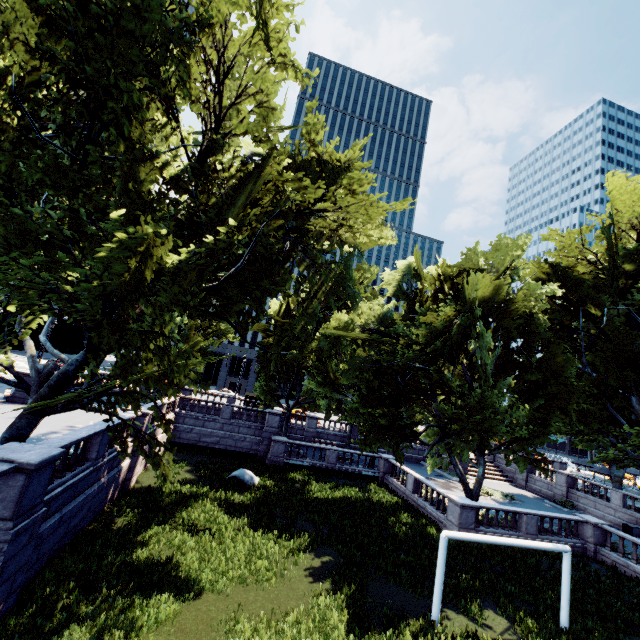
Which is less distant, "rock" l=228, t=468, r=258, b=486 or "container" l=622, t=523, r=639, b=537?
"rock" l=228, t=468, r=258, b=486

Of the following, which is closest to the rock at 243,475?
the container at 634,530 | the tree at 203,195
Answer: the tree at 203,195

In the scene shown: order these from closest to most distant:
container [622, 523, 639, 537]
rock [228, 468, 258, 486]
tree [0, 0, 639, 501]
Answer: tree [0, 0, 639, 501], rock [228, 468, 258, 486], container [622, 523, 639, 537]

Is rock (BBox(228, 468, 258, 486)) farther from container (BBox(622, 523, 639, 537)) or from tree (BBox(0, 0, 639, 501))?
container (BBox(622, 523, 639, 537))

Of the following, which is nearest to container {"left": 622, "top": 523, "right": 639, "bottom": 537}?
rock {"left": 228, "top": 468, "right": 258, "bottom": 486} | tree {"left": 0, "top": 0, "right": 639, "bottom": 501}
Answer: tree {"left": 0, "top": 0, "right": 639, "bottom": 501}

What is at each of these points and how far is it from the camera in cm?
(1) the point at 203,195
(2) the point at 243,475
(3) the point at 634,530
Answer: (1) tree, 1216
(2) rock, 2161
(3) container, 2592

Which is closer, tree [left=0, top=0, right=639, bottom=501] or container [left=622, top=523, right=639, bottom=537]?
tree [left=0, top=0, right=639, bottom=501]

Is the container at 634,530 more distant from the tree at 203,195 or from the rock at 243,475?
the rock at 243,475
